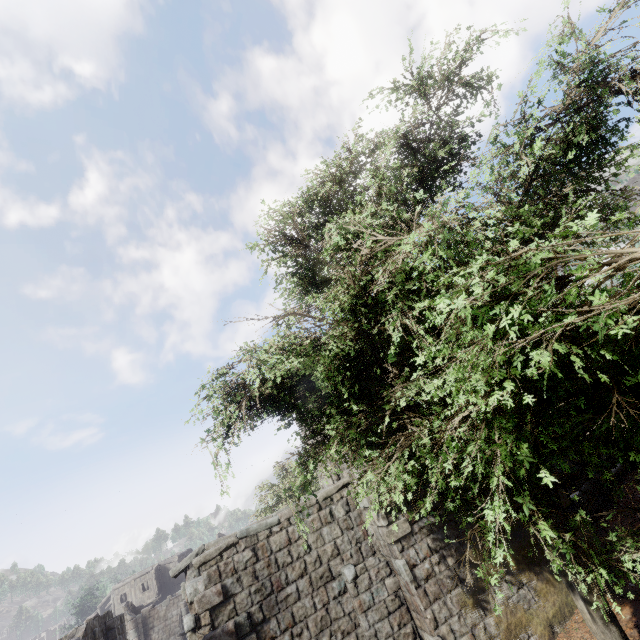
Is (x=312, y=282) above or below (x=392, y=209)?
above
